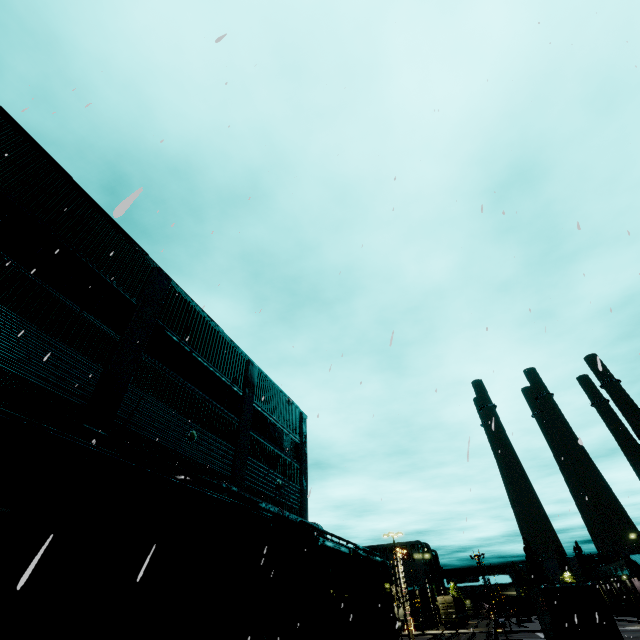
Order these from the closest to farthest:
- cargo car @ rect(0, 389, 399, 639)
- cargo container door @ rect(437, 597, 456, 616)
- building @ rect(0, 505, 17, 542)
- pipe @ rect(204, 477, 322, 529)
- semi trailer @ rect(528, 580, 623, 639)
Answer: cargo car @ rect(0, 389, 399, 639) < building @ rect(0, 505, 17, 542) < pipe @ rect(204, 477, 322, 529) < semi trailer @ rect(528, 580, 623, 639) < cargo container door @ rect(437, 597, 456, 616)

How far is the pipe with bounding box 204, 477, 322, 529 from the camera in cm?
1298

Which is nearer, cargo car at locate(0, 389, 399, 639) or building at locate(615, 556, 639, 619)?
cargo car at locate(0, 389, 399, 639)

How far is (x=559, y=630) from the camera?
15.82m

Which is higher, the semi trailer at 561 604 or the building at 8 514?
the building at 8 514

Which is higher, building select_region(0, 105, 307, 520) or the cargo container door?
building select_region(0, 105, 307, 520)

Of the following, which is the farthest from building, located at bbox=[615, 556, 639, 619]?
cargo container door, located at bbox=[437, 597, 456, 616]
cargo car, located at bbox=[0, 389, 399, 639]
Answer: cargo container door, located at bbox=[437, 597, 456, 616]

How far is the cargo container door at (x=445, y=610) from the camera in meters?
52.6 m
